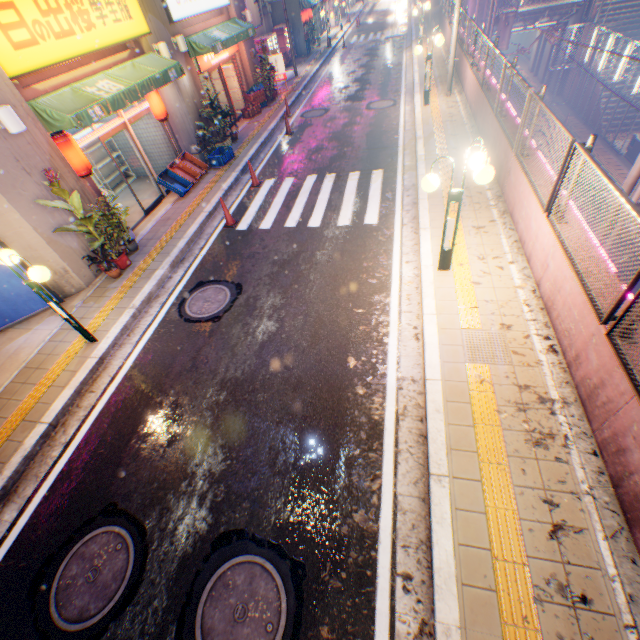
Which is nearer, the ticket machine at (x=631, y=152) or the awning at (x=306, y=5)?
the ticket machine at (x=631, y=152)

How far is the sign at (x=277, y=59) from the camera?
17.8 meters

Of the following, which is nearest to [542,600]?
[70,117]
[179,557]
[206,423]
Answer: [179,557]

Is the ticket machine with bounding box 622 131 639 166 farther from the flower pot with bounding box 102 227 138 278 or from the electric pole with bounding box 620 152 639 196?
the flower pot with bounding box 102 227 138 278

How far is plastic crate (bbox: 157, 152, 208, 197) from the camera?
10.8m

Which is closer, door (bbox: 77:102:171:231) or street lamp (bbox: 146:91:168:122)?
door (bbox: 77:102:171:231)

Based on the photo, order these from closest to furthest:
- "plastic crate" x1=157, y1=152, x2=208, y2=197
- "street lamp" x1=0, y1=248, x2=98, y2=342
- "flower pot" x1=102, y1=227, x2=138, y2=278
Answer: "street lamp" x1=0, y1=248, x2=98, y2=342 < "flower pot" x1=102, y1=227, x2=138, y2=278 < "plastic crate" x1=157, y1=152, x2=208, y2=197

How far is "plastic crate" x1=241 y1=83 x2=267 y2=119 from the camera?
16.0m
